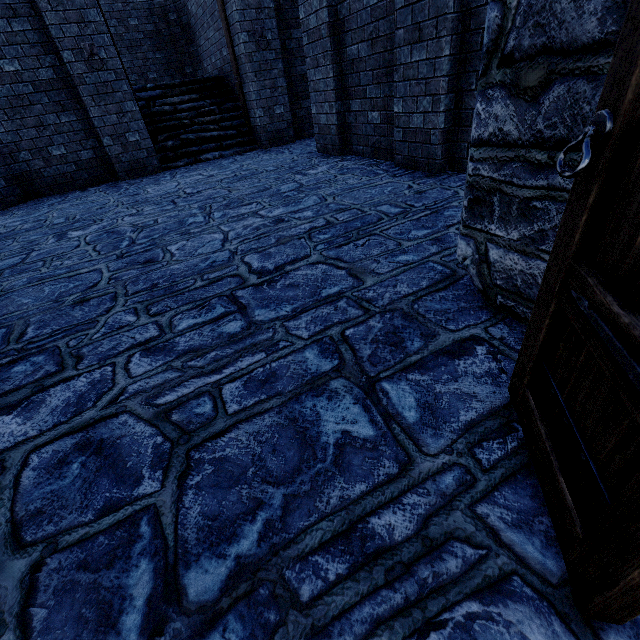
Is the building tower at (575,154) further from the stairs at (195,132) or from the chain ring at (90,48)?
the chain ring at (90,48)

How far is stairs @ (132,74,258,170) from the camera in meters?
8.5 m

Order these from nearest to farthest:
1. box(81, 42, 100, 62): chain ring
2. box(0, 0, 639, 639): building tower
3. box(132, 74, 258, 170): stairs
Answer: box(0, 0, 639, 639): building tower < box(81, 42, 100, 62): chain ring < box(132, 74, 258, 170): stairs

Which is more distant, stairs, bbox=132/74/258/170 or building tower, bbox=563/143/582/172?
stairs, bbox=132/74/258/170

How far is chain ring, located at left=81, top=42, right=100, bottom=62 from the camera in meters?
6.4 m

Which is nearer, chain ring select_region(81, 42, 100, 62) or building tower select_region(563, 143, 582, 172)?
building tower select_region(563, 143, 582, 172)

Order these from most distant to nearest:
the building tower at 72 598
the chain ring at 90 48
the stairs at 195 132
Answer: the stairs at 195 132
the chain ring at 90 48
the building tower at 72 598

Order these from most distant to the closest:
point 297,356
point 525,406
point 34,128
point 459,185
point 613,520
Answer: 1. point 34,128
2. point 459,185
3. point 297,356
4. point 525,406
5. point 613,520
